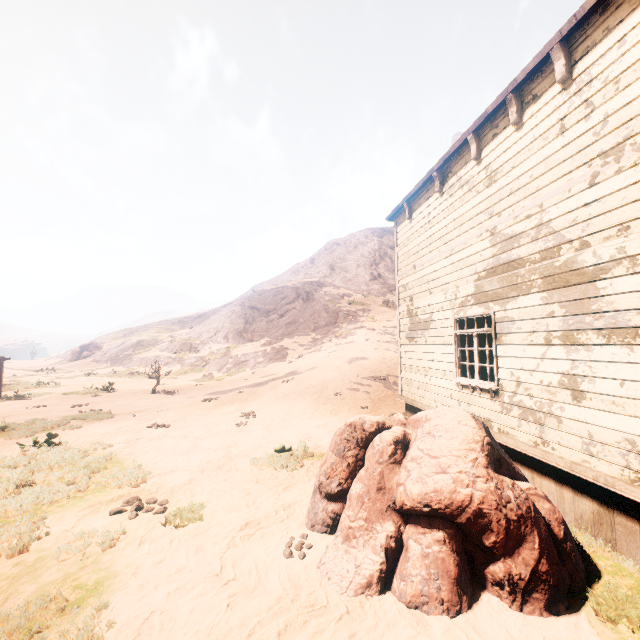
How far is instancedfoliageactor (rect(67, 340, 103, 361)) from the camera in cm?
4419

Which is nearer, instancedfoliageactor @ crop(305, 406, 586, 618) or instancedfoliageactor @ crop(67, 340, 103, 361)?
instancedfoliageactor @ crop(305, 406, 586, 618)

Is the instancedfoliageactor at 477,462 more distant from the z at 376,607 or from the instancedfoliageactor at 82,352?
the instancedfoliageactor at 82,352

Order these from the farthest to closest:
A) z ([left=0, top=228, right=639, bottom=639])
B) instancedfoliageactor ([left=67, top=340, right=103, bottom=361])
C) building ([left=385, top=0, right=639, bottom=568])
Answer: instancedfoliageactor ([left=67, top=340, right=103, bottom=361])
building ([left=385, top=0, right=639, bottom=568])
z ([left=0, top=228, right=639, bottom=639])

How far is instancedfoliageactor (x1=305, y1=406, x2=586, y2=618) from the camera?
3.38m

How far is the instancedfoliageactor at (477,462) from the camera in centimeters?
338cm

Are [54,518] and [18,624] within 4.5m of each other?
yes

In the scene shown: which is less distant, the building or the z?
the z
